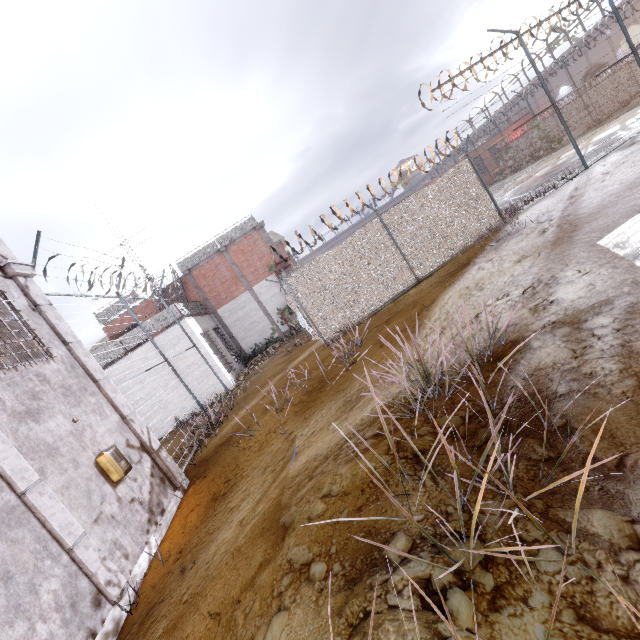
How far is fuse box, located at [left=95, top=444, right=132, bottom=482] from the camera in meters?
5.8

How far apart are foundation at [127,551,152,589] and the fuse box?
1.16m

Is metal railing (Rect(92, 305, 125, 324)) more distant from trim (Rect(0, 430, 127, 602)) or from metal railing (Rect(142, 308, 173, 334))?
trim (Rect(0, 430, 127, 602))

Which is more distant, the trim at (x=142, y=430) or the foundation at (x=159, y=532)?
the trim at (x=142, y=430)

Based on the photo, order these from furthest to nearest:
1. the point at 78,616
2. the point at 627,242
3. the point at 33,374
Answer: the point at 33,374, the point at 627,242, the point at 78,616

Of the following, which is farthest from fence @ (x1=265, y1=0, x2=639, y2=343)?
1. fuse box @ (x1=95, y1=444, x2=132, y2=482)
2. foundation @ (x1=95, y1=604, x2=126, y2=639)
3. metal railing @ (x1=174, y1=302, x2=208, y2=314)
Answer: foundation @ (x1=95, y1=604, x2=126, y2=639)

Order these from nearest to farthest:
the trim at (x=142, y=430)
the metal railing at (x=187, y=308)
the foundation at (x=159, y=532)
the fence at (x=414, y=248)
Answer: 1. the foundation at (x=159, y=532)
2. the trim at (x=142, y=430)
3. the fence at (x=414, y=248)
4. the metal railing at (x=187, y=308)

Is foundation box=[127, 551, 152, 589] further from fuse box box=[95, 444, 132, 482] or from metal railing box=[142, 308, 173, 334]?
metal railing box=[142, 308, 173, 334]
